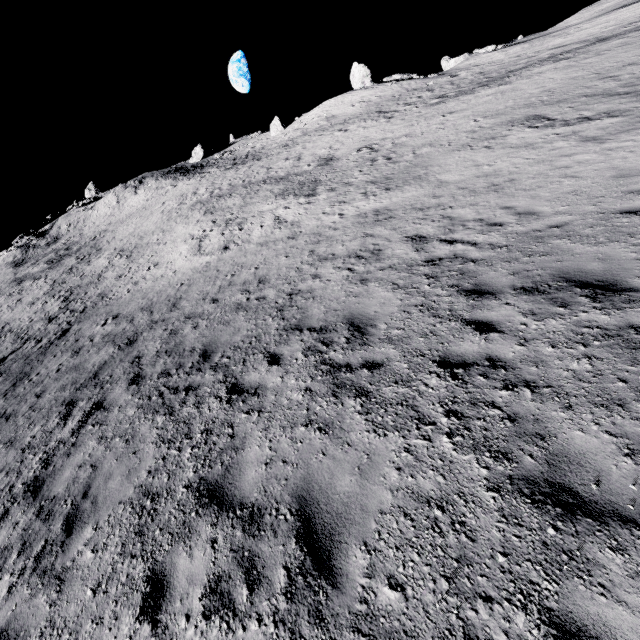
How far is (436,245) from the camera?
8.9m

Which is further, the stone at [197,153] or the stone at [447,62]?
the stone at [197,153]

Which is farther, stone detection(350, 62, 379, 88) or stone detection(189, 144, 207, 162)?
stone detection(189, 144, 207, 162)

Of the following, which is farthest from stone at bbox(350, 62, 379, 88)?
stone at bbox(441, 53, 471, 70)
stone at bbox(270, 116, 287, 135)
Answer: stone at bbox(270, 116, 287, 135)

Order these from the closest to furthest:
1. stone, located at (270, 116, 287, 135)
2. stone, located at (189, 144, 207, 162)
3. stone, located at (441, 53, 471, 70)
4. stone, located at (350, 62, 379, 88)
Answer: stone, located at (350, 62, 379, 88) → stone, located at (441, 53, 471, 70) → stone, located at (270, 116, 287, 135) → stone, located at (189, 144, 207, 162)

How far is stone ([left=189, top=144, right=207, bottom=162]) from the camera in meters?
55.9 m

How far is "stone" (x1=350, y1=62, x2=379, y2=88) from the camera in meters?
41.6

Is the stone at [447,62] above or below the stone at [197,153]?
below
